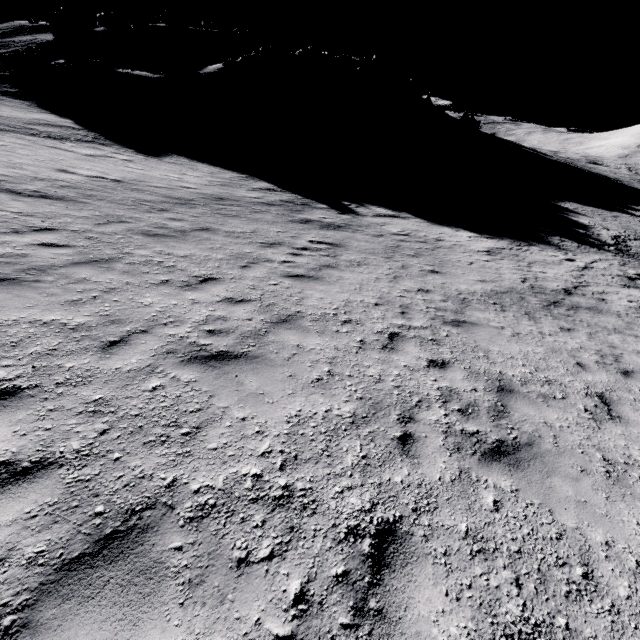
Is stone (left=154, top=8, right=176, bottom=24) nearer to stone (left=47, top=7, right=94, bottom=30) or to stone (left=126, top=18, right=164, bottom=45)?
stone (left=126, top=18, right=164, bottom=45)

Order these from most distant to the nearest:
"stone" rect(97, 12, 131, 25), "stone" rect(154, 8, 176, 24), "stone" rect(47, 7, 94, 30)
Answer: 1. "stone" rect(154, 8, 176, 24)
2. "stone" rect(97, 12, 131, 25)
3. "stone" rect(47, 7, 94, 30)

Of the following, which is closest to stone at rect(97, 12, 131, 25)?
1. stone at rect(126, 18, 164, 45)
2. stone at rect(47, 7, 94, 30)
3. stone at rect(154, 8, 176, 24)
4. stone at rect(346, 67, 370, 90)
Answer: stone at rect(47, 7, 94, 30)

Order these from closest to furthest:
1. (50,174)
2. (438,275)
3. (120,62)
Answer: (438,275) → (50,174) → (120,62)

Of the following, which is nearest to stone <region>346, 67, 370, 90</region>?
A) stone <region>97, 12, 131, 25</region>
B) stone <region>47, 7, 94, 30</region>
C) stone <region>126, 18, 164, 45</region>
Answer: stone <region>126, 18, 164, 45</region>

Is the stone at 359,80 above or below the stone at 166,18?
below

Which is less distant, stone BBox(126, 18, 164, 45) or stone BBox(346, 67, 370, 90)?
stone BBox(126, 18, 164, 45)

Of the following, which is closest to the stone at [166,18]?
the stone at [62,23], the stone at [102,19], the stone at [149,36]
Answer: the stone at [102,19]
